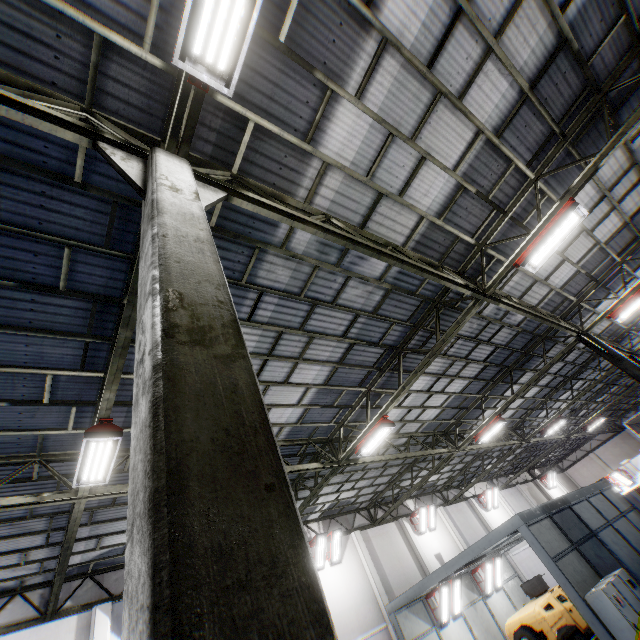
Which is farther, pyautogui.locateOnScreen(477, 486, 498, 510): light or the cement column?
pyautogui.locateOnScreen(477, 486, 498, 510): light

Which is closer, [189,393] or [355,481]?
[189,393]

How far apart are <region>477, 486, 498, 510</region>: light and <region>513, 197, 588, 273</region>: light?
23.9 meters

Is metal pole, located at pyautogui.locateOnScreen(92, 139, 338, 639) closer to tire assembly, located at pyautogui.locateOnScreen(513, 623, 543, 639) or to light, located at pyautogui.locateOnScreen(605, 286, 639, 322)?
light, located at pyautogui.locateOnScreen(605, 286, 639, 322)

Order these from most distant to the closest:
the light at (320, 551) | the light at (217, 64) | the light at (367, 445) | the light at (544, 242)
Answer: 1. the light at (320, 551)
2. the light at (367, 445)
3. the light at (544, 242)
4. the light at (217, 64)

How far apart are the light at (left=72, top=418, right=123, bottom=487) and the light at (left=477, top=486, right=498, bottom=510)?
27.3 meters

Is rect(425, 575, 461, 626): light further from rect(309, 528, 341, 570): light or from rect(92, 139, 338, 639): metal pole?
rect(92, 139, 338, 639): metal pole

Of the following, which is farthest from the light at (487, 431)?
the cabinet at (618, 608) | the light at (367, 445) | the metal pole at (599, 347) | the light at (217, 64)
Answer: the light at (217, 64)
